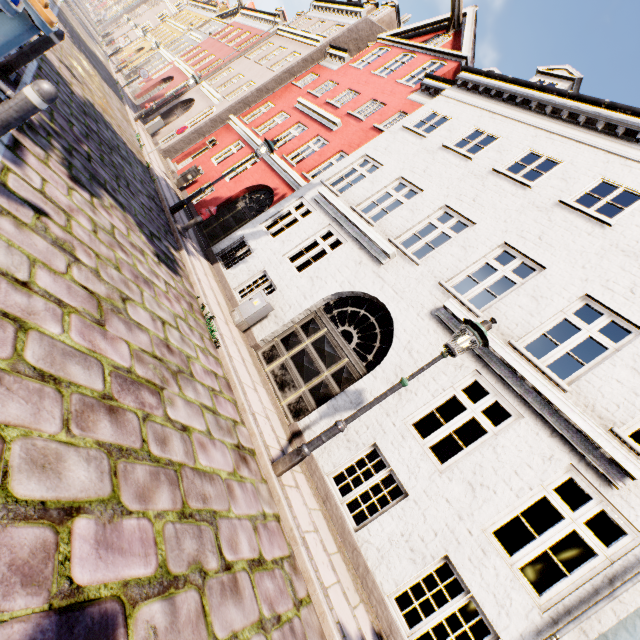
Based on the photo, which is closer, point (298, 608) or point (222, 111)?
point (298, 608)

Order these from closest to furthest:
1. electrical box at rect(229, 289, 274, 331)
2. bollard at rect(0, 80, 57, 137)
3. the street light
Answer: bollard at rect(0, 80, 57, 137) < the street light < electrical box at rect(229, 289, 274, 331)

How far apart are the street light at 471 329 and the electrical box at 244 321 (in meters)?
4.22

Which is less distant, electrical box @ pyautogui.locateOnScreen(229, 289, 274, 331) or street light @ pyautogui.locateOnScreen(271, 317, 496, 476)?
street light @ pyautogui.locateOnScreen(271, 317, 496, 476)

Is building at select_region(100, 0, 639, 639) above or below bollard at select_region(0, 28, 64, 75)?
above

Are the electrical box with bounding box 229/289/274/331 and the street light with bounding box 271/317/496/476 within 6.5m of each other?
yes

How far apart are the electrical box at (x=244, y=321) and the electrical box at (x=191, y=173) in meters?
9.6 m

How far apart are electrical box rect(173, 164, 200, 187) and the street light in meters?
14.4 m
